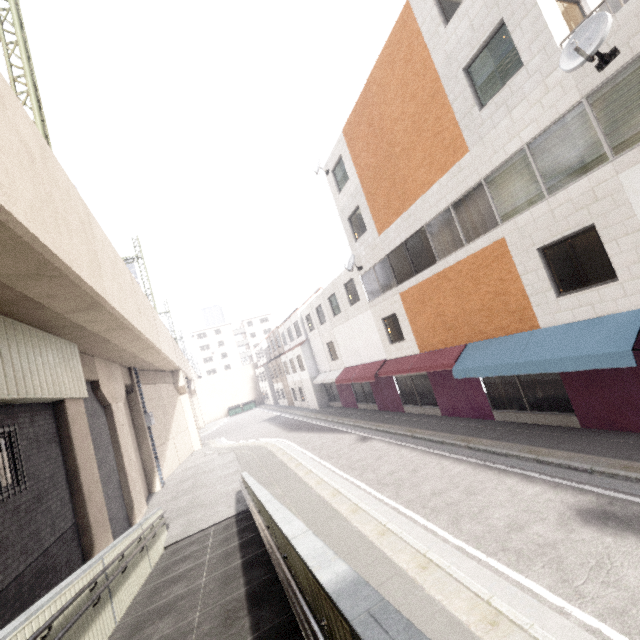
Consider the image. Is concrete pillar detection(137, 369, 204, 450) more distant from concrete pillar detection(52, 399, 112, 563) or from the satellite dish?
the satellite dish

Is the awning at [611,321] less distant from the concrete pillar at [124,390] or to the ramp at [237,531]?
the ramp at [237,531]

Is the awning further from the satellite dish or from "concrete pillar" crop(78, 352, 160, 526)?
"concrete pillar" crop(78, 352, 160, 526)

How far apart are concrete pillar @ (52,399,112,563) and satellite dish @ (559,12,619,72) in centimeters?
1479cm

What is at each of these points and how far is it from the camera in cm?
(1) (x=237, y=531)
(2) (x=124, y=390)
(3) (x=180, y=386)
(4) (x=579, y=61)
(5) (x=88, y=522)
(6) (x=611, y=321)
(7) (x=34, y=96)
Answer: (1) ramp, 894
(2) concrete pillar, 1638
(3) concrete pillar, 2733
(4) satellite dish, 674
(5) concrete pillar, 854
(6) awning, 771
(7) power line, 877

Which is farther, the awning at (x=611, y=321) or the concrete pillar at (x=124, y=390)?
the concrete pillar at (x=124, y=390)

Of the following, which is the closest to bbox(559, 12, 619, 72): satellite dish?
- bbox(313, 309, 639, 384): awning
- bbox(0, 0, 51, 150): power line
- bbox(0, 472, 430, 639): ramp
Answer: bbox(313, 309, 639, 384): awning

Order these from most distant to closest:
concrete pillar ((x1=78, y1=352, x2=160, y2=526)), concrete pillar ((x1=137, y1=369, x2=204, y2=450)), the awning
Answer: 1. concrete pillar ((x1=137, y1=369, x2=204, y2=450))
2. concrete pillar ((x1=78, y1=352, x2=160, y2=526))
3. the awning
